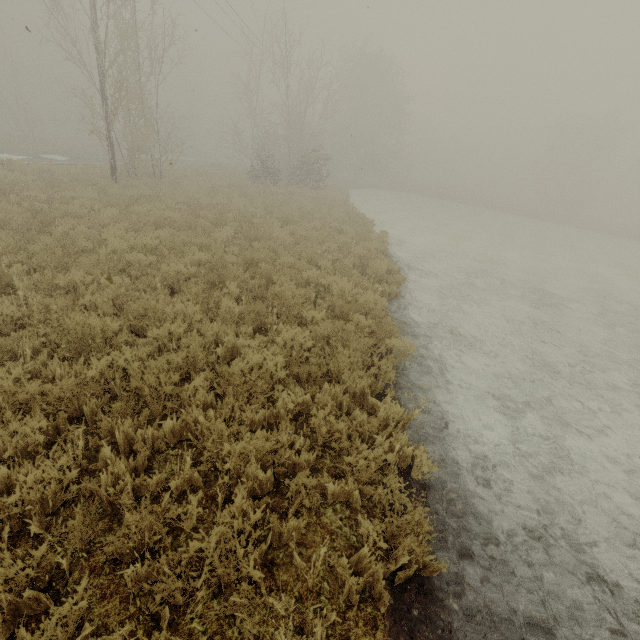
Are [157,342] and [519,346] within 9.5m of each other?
yes
